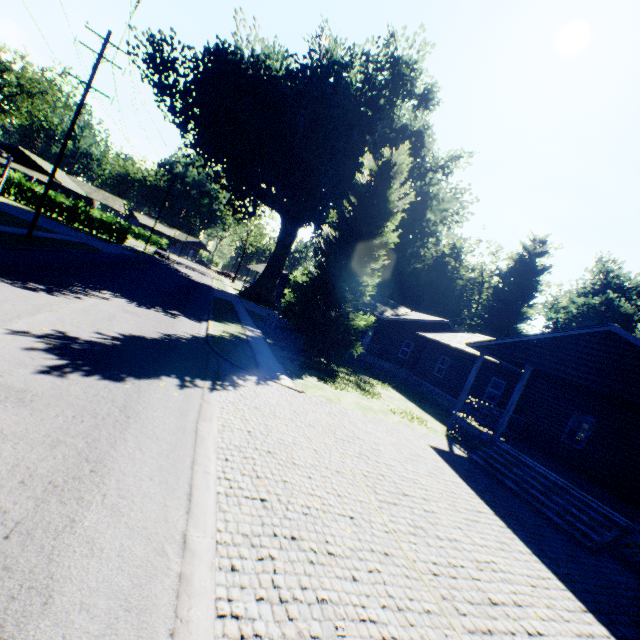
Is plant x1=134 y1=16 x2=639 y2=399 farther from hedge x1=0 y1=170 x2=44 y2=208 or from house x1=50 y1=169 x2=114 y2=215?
house x1=50 y1=169 x2=114 y2=215

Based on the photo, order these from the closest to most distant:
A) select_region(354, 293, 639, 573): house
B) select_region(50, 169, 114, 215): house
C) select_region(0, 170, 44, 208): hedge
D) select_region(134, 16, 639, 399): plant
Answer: select_region(354, 293, 639, 573): house < select_region(134, 16, 639, 399): plant < select_region(0, 170, 44, 208): hedge < select_region(50, 169, 114, 215): house

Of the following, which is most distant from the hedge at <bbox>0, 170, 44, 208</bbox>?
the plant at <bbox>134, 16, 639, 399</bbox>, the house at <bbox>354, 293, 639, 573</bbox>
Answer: the house at <bbox>354, 293, 639, 573</bbox>

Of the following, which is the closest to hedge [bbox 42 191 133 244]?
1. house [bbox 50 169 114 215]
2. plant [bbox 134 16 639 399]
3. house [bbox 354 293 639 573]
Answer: house [bbox 50 169 114 215]

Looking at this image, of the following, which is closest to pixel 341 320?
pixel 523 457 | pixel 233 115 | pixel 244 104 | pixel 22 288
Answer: pixel 523 457

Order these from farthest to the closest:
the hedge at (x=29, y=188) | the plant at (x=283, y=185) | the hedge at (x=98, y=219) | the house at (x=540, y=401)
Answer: the hedge at (x=98, y=219)
the hedge at (x=29, y=188)
the plant at (x=283, y=185)
the house at (x=540, y=401)

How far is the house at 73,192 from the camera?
49.5 meters
